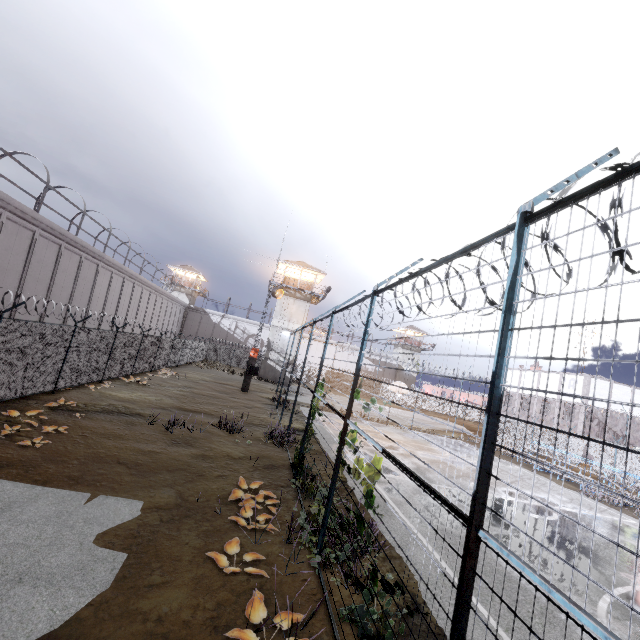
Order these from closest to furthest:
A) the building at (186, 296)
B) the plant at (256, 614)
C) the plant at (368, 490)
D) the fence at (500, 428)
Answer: the fence at (500, 428) → the plant at (256, 614) → the plant at (368, 490) → the building at (186, 296)

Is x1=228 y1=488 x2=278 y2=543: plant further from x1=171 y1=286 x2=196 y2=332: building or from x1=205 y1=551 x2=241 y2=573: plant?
x1=171 y1=286 x2=196 y2=332: building

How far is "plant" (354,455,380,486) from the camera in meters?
4.9 m

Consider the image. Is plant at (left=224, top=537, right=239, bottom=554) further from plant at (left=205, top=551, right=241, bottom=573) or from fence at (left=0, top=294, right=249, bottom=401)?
fence at (left=0, top=294, right=249, bottom=401)

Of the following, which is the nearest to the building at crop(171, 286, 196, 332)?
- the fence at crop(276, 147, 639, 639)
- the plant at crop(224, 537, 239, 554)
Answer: the fence at crop(276, 147, 639, 639)

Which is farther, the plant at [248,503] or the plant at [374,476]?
A: the plant at [248,503]

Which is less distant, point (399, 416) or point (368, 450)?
point (368, 450)

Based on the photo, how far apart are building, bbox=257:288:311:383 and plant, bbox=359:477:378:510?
34.17m
